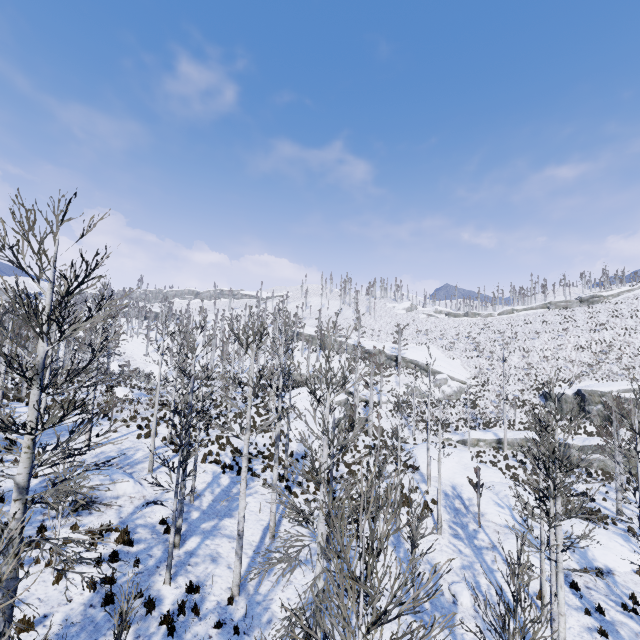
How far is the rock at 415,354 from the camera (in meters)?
47.53

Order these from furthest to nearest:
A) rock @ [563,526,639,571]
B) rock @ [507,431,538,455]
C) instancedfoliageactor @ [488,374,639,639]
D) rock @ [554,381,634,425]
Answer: rock @ [554,381,634,425]
rock @ [507,431,538,455]
rock @ [563,526,639,571]
instancedfoliageactor @ [488,374,639,639]

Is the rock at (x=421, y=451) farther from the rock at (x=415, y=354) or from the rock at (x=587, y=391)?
the rock at (x=587, y=391)

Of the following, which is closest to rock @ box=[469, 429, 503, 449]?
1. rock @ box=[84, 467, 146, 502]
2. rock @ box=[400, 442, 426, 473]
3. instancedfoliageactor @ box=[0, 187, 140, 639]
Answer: instancedfoliageactor @ box=[0, 187, 140, 639]

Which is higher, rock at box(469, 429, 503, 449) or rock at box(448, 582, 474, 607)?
rock at box(469, 429, 503, 449)

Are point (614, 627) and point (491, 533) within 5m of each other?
no

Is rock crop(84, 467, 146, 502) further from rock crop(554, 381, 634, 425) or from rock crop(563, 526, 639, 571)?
rock crop(554, 381, 634, 425)

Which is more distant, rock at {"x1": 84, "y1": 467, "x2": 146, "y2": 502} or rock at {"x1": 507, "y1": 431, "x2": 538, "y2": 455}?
rock at {"x1": 507, "y1": 431, "x2": 538, "y2": 455}
